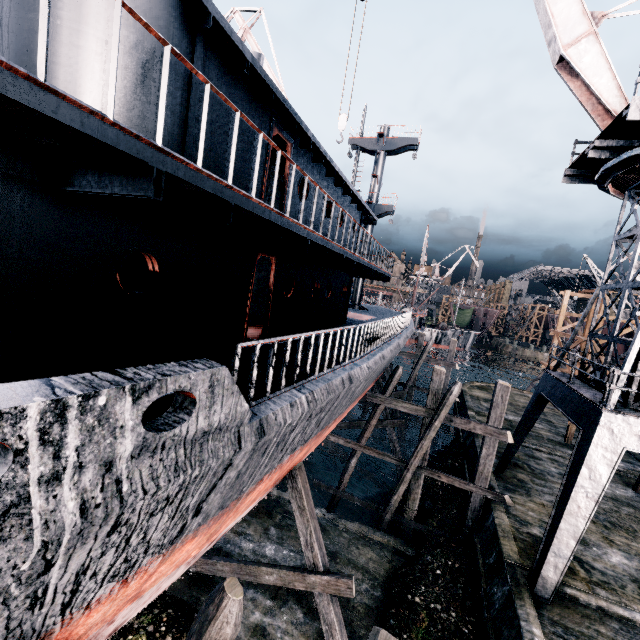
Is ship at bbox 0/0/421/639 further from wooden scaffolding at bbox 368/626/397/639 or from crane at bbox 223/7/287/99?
crane at bbox 223/7/287/99

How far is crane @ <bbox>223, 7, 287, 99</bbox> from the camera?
23.4 meters

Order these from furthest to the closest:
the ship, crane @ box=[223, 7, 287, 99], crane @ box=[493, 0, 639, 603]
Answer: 1. crane @ box=[223, 7, 287, 99]
2. crane @ box=[493, 0, 639, 603]
3. the ship

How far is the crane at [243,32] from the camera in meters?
23.4 m

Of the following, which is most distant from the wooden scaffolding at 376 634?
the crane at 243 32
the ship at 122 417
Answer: Result: the crane at 243 32

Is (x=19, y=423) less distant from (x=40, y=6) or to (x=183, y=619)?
(x=40, y=6)

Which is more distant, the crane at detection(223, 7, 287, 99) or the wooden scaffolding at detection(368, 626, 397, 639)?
the crane at detection(223, 7, 287, 99)

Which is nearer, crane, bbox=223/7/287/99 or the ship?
the ship
